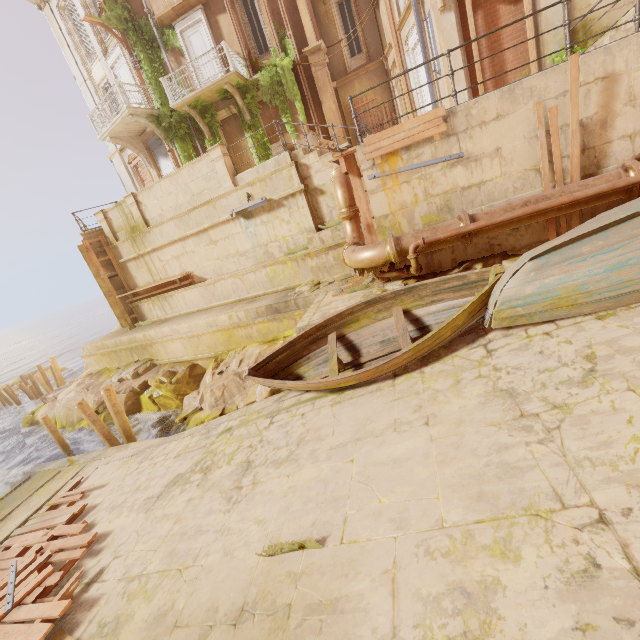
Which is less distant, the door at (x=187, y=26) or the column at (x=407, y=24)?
the column at (x=407, y=24)

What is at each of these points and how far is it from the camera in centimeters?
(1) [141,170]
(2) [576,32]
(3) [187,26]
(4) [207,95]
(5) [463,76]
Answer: (1) wood, 1986cm
(2) building, 954cm
(3) door, 1516cm
(4) balcony, 1491cm
(5) column, 1052cm

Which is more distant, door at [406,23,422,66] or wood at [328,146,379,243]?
door at [406,23,422,66]

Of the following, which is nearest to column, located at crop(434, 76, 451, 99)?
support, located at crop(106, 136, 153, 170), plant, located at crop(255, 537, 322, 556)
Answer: plant, located at crop(255, 537, 322, 556)

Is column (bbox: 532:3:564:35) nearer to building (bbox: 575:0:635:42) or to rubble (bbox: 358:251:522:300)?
building (bbox: 575:0:635:42)

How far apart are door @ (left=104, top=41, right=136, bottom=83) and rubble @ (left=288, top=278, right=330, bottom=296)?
14.38m

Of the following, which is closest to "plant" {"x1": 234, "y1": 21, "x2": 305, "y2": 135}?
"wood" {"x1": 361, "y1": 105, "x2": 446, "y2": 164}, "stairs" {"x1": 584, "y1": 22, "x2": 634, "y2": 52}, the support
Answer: "stairs" {"x1": 584, "y1": 22, "x2": 634, "y2": 52}

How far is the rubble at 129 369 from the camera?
14.0m
